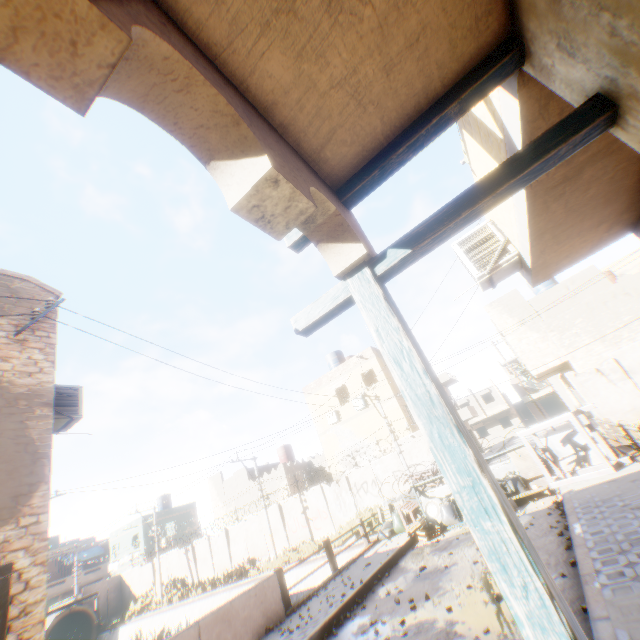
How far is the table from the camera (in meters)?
11.60

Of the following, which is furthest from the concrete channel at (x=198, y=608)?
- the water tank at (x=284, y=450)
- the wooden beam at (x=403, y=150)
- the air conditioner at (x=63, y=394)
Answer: the water tank at (x=284, y=450)

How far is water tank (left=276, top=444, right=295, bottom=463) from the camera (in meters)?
33.03

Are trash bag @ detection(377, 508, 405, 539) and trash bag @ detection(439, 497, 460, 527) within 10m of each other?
yes

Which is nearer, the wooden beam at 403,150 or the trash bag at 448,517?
the wooden beam at 403,150

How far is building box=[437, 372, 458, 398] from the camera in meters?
39.3

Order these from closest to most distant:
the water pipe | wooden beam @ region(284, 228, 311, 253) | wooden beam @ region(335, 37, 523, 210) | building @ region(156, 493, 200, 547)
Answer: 1. wooden beam @ region(335, 37, 523, 210)
2. wooden beam @ region(284, 228, 311, 253)
3. the water pipe
4. building @ region(156, 493, 200, 547)

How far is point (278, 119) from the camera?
1.8m
